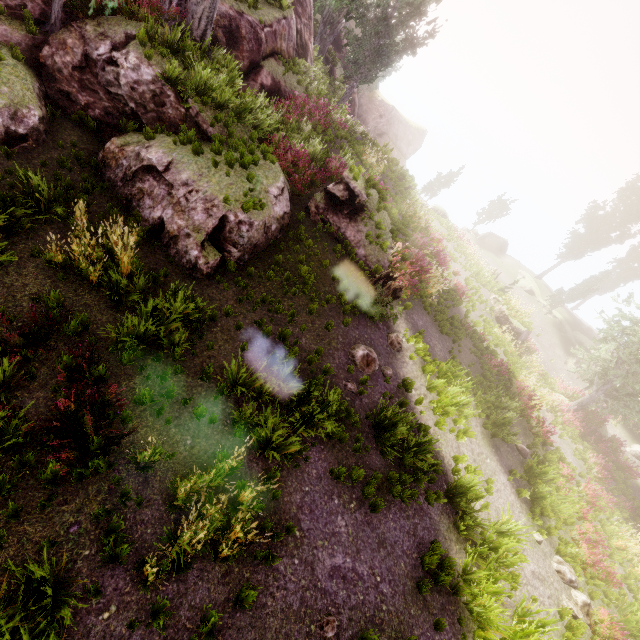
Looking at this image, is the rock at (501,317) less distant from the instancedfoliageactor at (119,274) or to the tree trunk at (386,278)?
the instancedfoliageactor at (119,274)

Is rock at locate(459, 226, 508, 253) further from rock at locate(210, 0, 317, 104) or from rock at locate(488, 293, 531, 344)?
rock at locate(488, 293, 531, 344)

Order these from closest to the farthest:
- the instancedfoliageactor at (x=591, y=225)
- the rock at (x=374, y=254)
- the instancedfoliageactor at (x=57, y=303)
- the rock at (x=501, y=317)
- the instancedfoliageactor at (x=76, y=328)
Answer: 1. the instancedfoliageactor at (x=57, y=303)
2. the instancedfoliageactor at (x=76, y=328)
3. the rock at (x=374, y=254)
4. the rock at (x=501, y=317)
5. the instancedfoliageactor at (x=591, y=225)

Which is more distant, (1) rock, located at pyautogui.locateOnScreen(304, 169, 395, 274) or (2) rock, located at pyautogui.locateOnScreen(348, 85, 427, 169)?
(2) rock, located at pyautogui.locateOnScreen(348, 85, 427, 169)

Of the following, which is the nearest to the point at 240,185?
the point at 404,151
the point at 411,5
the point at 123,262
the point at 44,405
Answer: the point at 123,262

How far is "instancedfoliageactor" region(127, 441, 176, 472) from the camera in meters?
5.1

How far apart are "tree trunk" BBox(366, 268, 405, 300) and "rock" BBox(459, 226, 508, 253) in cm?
3227
